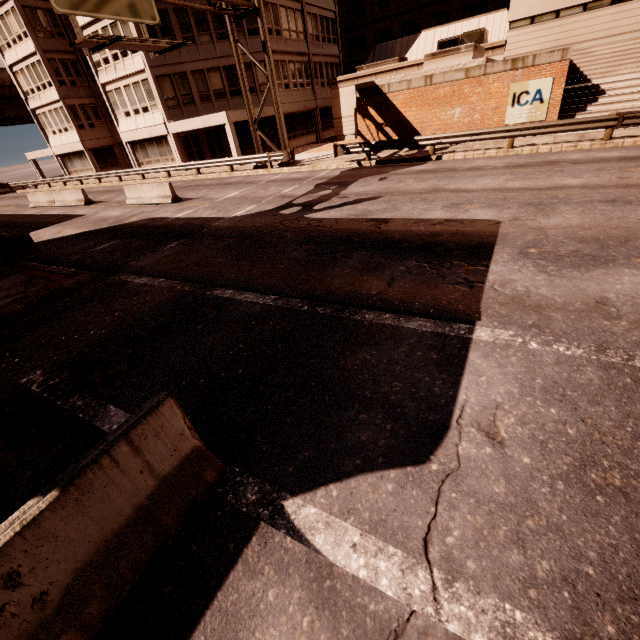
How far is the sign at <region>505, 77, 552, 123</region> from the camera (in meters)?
15.31

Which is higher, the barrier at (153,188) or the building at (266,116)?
the building at (266,116)

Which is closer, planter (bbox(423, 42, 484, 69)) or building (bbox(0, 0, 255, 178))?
planter (bbox(423, 42, 484, 69))

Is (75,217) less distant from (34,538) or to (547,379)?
(34,538)

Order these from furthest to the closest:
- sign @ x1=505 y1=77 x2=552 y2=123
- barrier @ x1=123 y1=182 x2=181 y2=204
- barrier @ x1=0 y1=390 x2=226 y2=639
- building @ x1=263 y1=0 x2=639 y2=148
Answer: building @ x1=263 y1=0 x2=639 y2=148, barrier @ x1=123 y1=182 x2=181 y2=204, sign @ x1=505 y1=77 x2=552 y2=123, barrier @ x1=0 y1=390 x2=226 y2=639

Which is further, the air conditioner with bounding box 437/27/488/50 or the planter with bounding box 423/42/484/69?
the air conditioner with bounding box 437/27/488/50

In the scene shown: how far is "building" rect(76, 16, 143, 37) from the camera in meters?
24.1

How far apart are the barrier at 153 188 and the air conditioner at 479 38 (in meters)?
23.78
